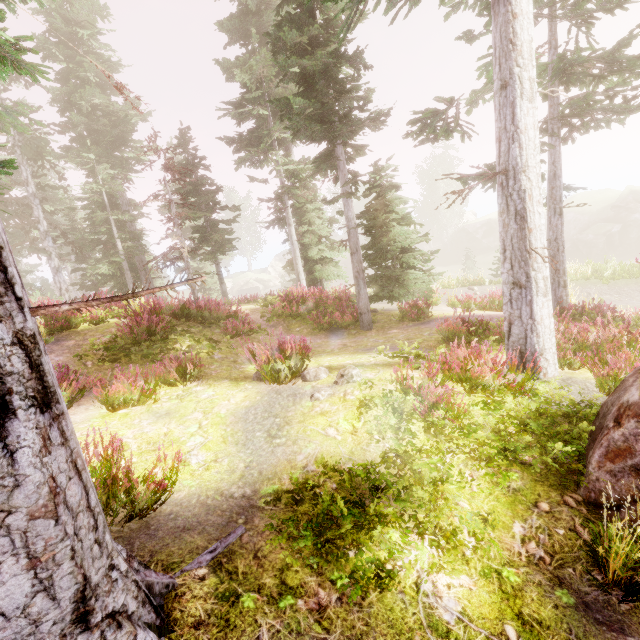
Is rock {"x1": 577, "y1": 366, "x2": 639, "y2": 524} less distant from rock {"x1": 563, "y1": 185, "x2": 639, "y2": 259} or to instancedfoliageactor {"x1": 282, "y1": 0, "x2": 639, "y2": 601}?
instancedfoliageactor {"x1": 282, "y1": 0, "x2": 639, "y2": 601}

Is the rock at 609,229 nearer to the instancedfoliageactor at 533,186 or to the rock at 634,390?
the instancedfoliageactor at 533,186

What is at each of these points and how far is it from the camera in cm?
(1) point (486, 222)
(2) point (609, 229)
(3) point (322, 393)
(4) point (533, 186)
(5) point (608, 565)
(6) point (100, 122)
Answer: (1) rock, 5316
(2) rock, 3759
(3) instancedfoliageactor, 562
(4) instancedfoliageactor, 553
(5) instancedfoliageactor, 267
(6) instancedfoliageactor, 2041

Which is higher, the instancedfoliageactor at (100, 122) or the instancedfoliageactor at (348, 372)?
the instancedfoliageactor at (100, 122)

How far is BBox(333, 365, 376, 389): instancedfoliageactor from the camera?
5.4m

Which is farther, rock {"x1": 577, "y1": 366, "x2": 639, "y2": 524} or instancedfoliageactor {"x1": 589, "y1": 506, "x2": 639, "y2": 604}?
rock {"x1": 577, "y1": 366, "x2": 639, "y2": 524}

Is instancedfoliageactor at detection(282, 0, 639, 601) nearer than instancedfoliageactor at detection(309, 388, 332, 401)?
Yes
